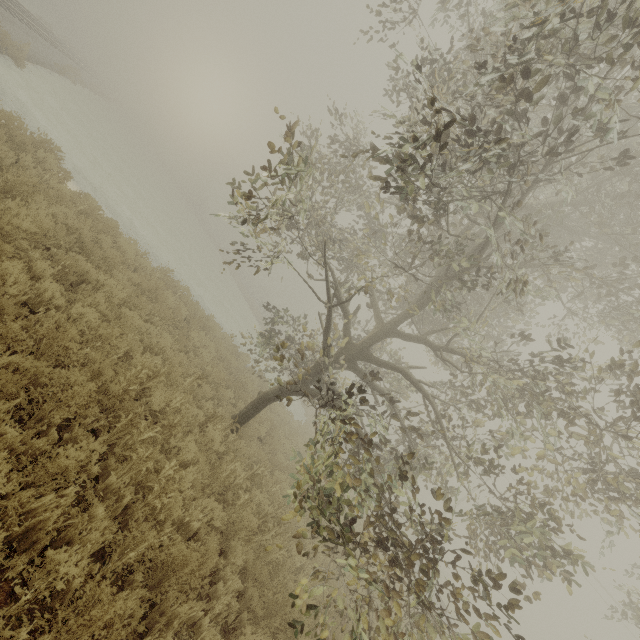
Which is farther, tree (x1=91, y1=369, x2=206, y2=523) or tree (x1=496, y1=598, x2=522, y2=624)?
tree (x1=91, y1=369, x2=206, y2=523)

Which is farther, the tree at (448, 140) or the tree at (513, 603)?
the tree at (448, 140)

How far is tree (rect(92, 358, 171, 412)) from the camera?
4.9 meters

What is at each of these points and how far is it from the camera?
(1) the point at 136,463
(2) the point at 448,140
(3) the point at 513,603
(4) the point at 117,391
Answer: (1) tree, 4.4m
(2) tree, 4.2m
(3) tree, 4.0m
(4) tree, 5.0m

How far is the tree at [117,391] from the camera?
4.88m

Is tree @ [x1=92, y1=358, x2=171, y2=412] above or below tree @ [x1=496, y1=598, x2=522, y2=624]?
below
